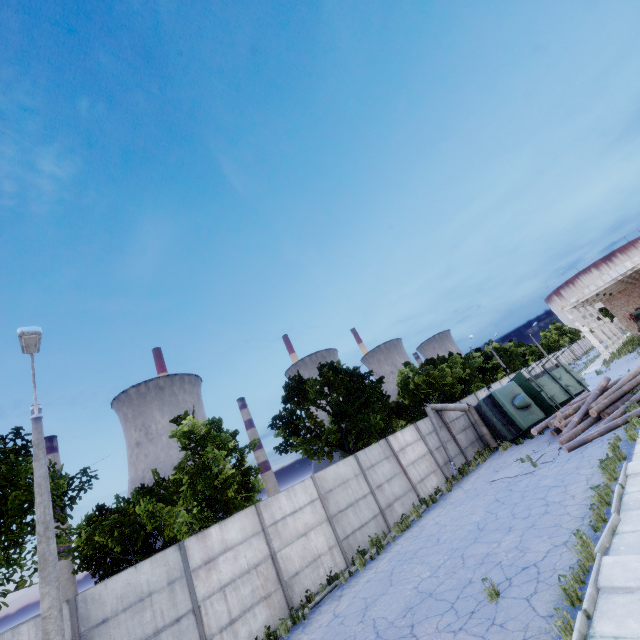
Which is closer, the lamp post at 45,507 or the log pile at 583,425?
the lamp post at 45,507

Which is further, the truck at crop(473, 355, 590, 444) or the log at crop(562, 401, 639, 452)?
the truck at crop(473, 355, 590, 444)

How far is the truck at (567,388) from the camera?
20.0 meters

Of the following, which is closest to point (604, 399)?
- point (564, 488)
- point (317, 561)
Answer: point (564, 488)

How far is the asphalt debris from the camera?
13.61m

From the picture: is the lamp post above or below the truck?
above

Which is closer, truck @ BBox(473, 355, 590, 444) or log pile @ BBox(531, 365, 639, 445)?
log pile @ BBox(531, 365, 639, 445)

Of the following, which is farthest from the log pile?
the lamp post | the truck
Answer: the lamp post
